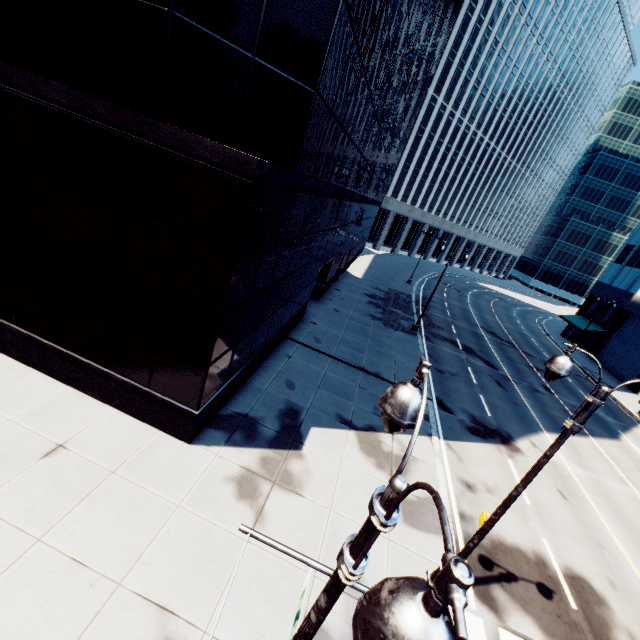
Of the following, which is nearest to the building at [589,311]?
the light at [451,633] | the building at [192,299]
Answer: the light at [451,633]

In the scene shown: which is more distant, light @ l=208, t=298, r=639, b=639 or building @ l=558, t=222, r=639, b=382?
building @ l=558, t=222, r=639, b=382

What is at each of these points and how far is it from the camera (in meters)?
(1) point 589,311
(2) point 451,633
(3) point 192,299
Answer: (1) building, 44.53
(2) light, 1.34
(3) building, 8.32

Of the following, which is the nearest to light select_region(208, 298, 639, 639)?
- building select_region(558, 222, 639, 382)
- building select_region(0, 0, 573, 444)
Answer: building select_region(0, 0, 573, 444)

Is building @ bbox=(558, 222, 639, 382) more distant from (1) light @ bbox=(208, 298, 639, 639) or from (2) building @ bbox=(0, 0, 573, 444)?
(2) building @ bbox=(0, 0, 573, 444)

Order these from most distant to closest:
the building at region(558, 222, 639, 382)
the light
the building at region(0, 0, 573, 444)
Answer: the building at region(558, 222, 639, 382) → the building at region(0, 0, 573, 444) → the light
